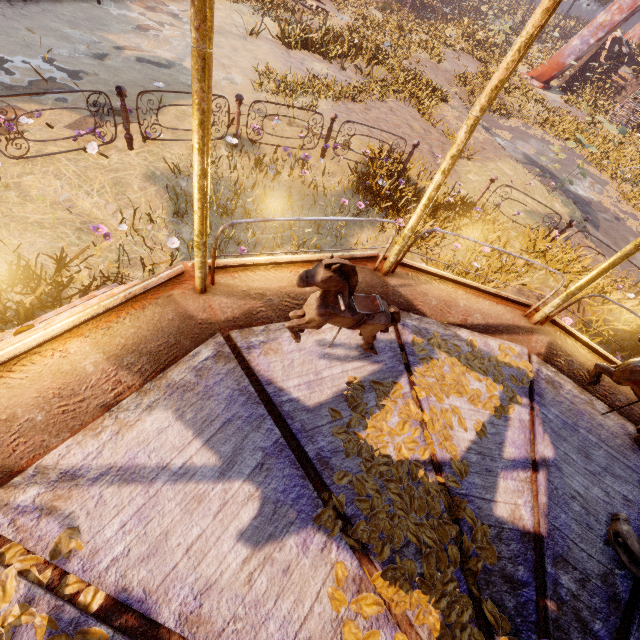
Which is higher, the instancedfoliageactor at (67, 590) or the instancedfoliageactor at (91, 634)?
the instancedfoliageactor at (91, 634)

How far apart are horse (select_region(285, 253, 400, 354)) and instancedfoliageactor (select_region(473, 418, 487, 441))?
0.2 meters

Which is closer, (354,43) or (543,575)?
(543,575)

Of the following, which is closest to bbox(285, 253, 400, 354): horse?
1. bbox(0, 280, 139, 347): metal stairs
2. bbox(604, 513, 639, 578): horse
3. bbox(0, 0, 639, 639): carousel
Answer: bbox(0, 0, 639, 639): carousel

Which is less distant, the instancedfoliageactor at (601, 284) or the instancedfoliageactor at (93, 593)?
the instancedfoliageactor at (93, 593)

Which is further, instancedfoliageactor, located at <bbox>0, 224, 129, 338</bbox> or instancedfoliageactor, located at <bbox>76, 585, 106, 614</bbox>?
instancedfoliageactor, located at <bbox>0, 224, 129, 338</bbox>
